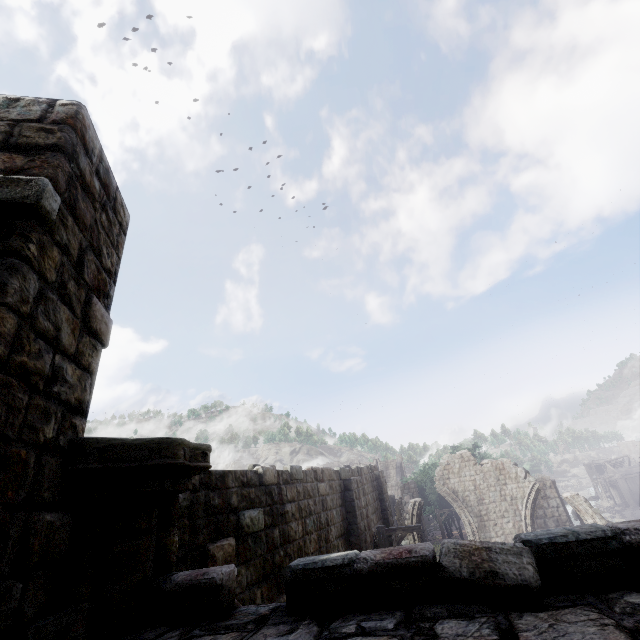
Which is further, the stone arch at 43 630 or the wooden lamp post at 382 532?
the wooden lamp post at 382 532

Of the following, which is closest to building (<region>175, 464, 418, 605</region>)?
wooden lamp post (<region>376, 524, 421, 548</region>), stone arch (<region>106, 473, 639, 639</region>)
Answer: stone arch (<region>106, 473, 639, 639</region>)

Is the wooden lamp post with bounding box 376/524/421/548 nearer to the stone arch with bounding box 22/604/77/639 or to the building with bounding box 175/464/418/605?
the building with bounding box 175/464/418/605

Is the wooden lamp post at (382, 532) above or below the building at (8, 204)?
below

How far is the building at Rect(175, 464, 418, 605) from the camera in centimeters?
534cm

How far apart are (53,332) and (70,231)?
0.8m

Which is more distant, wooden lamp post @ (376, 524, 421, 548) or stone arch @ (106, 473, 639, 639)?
wooden lamp post @ (376, 524, 421, 548)

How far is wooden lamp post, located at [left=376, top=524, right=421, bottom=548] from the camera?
10.9m
